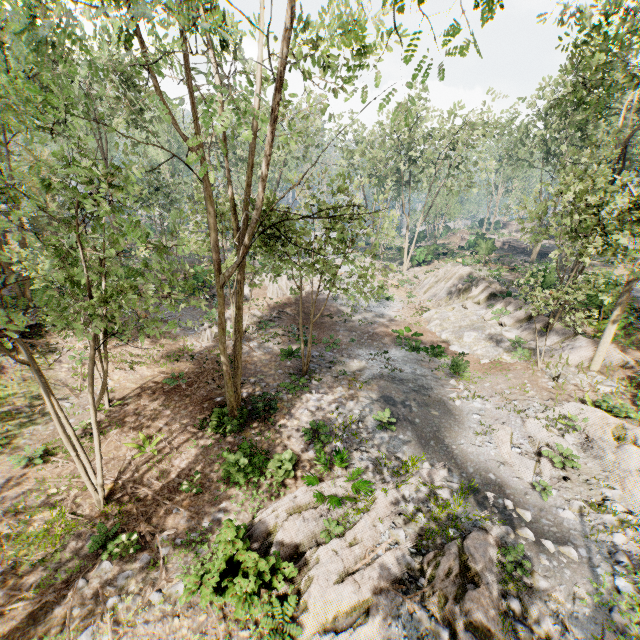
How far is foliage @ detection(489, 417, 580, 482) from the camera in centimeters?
1120cm

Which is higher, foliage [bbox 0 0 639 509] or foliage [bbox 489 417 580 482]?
foliage [bbox 0 0 639 509]

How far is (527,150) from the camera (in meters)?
38.88

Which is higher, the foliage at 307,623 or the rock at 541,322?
the rock at 541,322

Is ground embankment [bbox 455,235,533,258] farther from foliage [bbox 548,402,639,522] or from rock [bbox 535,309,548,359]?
rock [bbox 535,309,548,359]

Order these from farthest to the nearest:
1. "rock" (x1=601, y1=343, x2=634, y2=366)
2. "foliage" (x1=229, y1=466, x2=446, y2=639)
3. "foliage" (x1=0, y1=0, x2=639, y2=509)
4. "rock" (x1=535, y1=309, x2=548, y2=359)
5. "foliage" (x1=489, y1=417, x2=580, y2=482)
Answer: "rock" (x1=535, y1=309, x2=548, y2=359), "rock" (x1=601, y1=343, x2=634, y2=366), "foliage" (x1=489, y1=417, x2=580, y2=482), "foliage" (x1=229, y1=466, x2=446, y2=639), "foliage" (x1=0, y1=0, x2=639, y2=509)

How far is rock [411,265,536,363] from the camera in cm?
1973

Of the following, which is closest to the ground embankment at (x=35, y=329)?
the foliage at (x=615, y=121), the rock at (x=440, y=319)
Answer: the foliage at (x=615, y=121)
